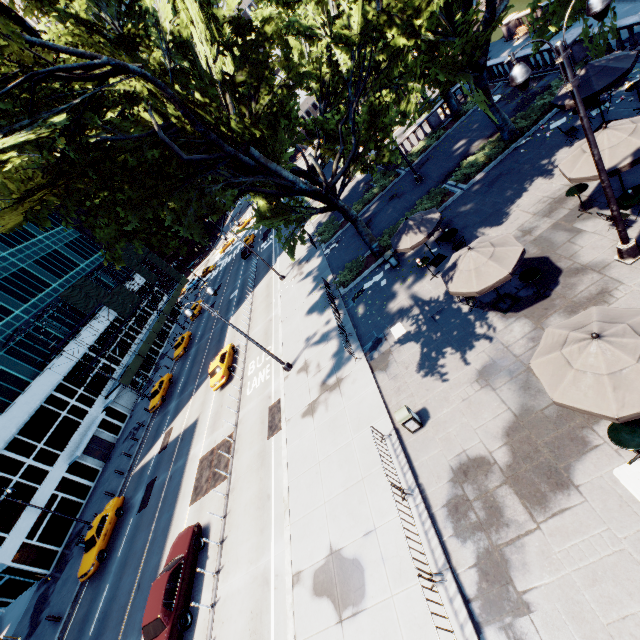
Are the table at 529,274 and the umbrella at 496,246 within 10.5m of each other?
yes

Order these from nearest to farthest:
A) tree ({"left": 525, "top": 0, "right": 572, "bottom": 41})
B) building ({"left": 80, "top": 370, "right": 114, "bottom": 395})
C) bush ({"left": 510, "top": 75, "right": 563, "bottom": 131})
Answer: tree ({"left": 525, "top": 0, "right": 572, "bottom": 41}), bush ({"left": 510, "top": 75, "right": 563, "bottom": 131}), building ({"left": 80, "top": 370, "right": 114, "bottom": 395})

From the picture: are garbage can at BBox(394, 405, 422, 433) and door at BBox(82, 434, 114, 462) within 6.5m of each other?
no

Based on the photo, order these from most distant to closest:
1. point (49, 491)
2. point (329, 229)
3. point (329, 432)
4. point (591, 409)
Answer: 1. point (329, 229)
2. point (49, 491)
3. point (329, 432)
4. point (591, 409)

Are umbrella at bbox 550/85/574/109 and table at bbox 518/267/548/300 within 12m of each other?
yes

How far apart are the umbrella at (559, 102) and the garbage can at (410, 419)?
14.38m

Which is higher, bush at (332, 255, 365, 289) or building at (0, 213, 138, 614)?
building at (0, 213, 138, 614)

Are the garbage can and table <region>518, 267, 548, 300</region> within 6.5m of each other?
yes
